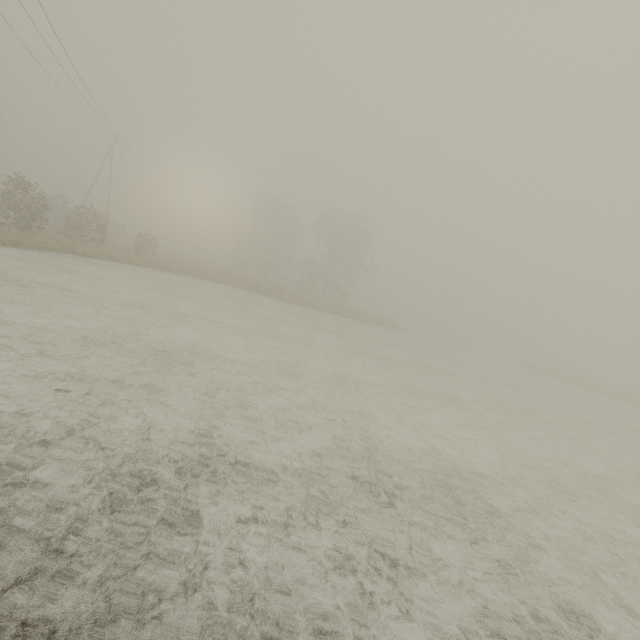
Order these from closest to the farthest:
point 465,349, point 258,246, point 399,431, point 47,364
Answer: point 47,364
point 399,431
point 465,349
point 258,246
